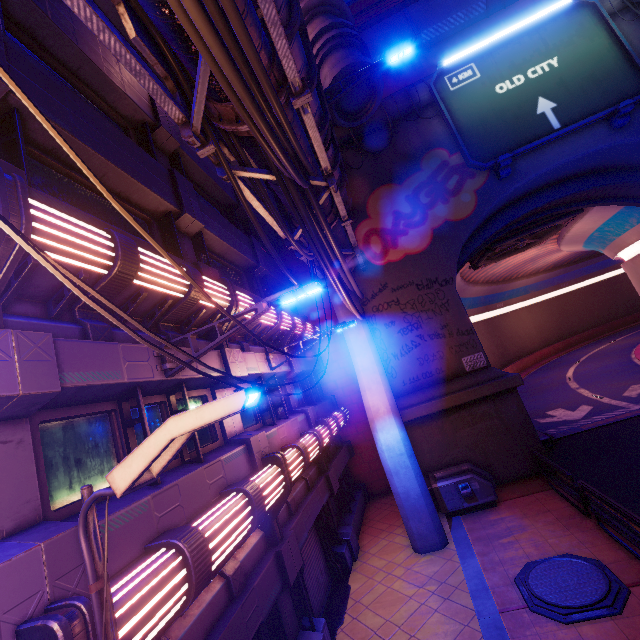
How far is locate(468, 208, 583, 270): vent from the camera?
19.4 meters

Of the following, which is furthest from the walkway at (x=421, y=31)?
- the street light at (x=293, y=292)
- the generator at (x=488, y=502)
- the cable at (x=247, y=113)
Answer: the generator at (x=488, y=502)

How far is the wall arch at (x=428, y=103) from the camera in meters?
16.1

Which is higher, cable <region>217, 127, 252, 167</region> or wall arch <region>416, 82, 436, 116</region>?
wall arch <region>416, 82, 436, 116</region>

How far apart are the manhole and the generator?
3.2 meters

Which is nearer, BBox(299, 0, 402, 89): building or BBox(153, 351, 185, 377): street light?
BBox(153, 351, 185, 377): street light

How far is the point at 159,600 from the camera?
3.61m

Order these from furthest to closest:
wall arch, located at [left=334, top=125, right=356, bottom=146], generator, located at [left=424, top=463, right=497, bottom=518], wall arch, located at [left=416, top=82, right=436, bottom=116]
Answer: wall arch, located at [left=334, top=125, right=356, bottom=146]
wall arch, located at [left=416, top=82, right=436, bottom=116]
generator, located at [left=424, top=463, right=497, bottom=518]
